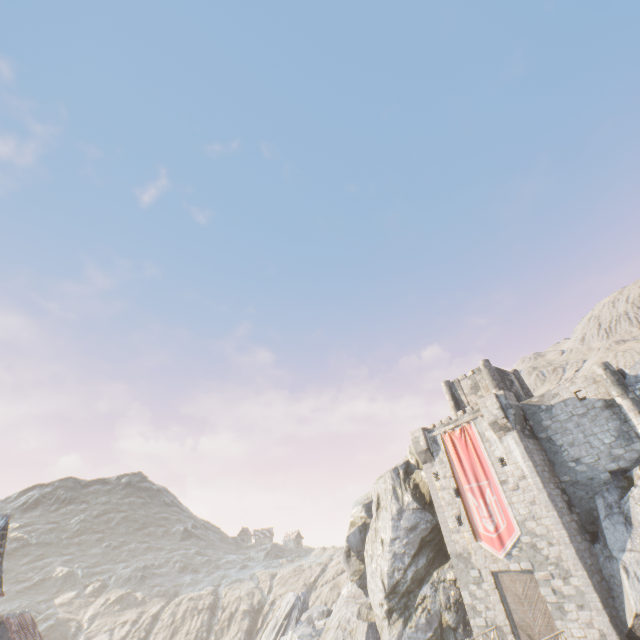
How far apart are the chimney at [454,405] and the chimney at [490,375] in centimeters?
319cm

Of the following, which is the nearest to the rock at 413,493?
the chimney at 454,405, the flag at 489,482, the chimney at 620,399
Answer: the chimney at 620,399

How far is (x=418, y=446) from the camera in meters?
29.1 m

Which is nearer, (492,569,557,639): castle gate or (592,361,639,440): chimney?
(492,569,557,639): castle gate

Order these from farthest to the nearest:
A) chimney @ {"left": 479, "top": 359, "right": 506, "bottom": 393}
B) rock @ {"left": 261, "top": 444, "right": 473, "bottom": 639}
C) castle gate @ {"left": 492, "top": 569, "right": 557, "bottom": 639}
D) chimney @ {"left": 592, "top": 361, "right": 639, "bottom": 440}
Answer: chimney @ {"left": 479, "top": 359, "right": 506, "bottom": 393} < rock @ {"left": 261, "top": 444, "right": 473, "bottom": 639} < chimney @ {"left": 592, "top": 361, "right": 639, "bottom": 440} < castle gate @ {"left": 492, "top": 569, "right": 557, "bottom": 639}

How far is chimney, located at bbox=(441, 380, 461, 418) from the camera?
32.6m

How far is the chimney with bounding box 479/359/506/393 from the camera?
29.90m

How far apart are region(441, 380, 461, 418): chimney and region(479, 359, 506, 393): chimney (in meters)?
3.19
